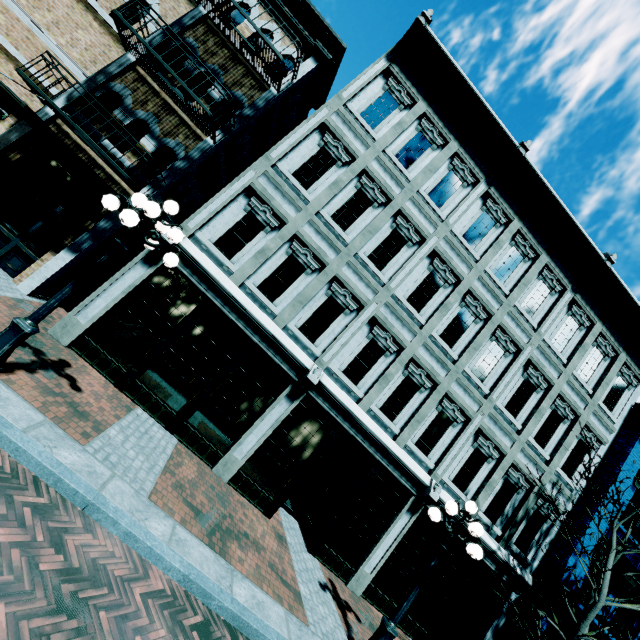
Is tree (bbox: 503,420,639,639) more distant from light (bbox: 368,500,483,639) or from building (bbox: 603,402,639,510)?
light (bbox: 368,500,483,639)

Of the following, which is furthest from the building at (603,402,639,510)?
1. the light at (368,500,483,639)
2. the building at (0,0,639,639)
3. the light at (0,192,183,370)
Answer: the light at (0,192,183,370)

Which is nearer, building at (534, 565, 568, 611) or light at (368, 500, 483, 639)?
light at (368, 500, 483, 639)

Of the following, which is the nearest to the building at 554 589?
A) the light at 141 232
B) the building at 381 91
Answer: the building at 381 91

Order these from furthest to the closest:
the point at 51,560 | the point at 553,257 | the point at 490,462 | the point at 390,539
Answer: the point at 553,257 < the point at 490,462 < the point at 390,539 < the point at 51,560

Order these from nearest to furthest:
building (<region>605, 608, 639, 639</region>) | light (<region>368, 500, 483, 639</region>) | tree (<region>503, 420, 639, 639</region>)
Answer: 1. light (<region>368, 500, 483, 639</region>)
2. tree (<region>503, 420, 639, 639</region>)
3. building (<region>605, 608, 639, 639</region>)

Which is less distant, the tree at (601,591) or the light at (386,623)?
the light at (386,623)

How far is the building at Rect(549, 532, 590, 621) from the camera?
9.8m
